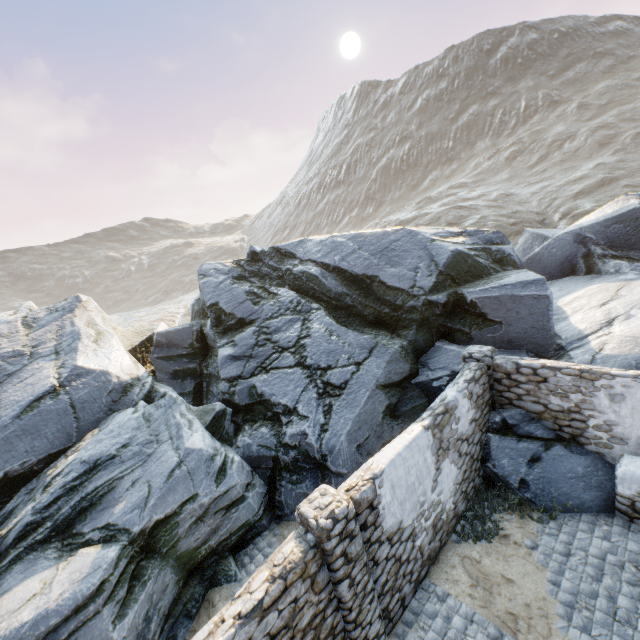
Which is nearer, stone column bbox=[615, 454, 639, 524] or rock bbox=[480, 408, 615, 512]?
stone column bbox=[615, 454, 639, 524]

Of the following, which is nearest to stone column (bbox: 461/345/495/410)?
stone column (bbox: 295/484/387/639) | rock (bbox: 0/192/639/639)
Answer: rock (bbox: 0/192/639/639)

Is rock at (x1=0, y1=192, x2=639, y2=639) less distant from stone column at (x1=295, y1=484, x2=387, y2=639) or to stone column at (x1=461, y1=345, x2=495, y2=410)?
stone column at (x1=461, y1=345, x2=495, y2=410)

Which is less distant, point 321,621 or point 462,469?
point 321,621

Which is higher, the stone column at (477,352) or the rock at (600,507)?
the stone column at (477,352)

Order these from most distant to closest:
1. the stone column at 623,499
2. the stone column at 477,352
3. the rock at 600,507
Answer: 1. the stone column at 477,352
2. the rock at 600,507
3. the stone column at 623,499

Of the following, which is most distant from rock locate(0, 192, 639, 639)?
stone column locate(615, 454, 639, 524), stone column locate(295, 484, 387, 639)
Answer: stone column locate(295, 484, 387, 639)

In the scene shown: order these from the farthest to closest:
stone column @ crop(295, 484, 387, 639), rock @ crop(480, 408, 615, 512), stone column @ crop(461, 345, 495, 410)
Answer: stone column @ crop(461, 345, 495, 410) → rock @ crop(480, 408, 615, 512) → stone column @ crop(295, 484, 387, 639)
